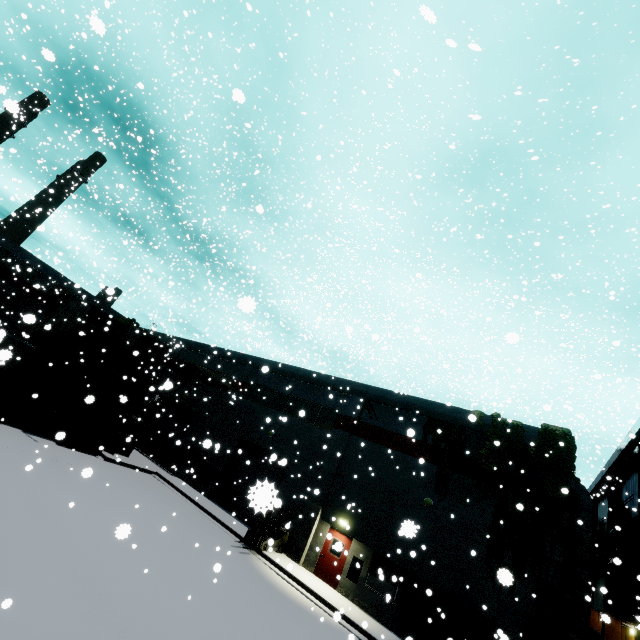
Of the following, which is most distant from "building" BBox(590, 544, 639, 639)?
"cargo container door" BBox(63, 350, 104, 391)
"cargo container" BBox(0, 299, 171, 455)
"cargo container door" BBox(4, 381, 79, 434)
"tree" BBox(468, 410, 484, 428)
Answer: "cargo container door" BBox(4, 381, 79, 434)

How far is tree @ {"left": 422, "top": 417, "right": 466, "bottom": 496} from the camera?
16.7 meters

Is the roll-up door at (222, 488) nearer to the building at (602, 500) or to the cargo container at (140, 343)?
the building at (602, 500)

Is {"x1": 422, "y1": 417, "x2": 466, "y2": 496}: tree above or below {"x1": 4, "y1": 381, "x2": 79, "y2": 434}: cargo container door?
above

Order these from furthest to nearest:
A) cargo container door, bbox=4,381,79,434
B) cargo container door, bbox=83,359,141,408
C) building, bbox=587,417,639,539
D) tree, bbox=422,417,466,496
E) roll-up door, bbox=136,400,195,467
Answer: roll-up door, bbox=136,400,195,467 < building, bbox=587,417,639,539 < cargo container door, bbox=83,359,141,408 < cargo container door, bbox=4,381,79,434 < tree, bbox=422,417,466,496

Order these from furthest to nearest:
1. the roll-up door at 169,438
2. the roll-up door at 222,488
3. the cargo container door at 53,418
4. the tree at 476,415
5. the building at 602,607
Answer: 1. the roll-up door at 169,438
2. the building at 602,607
3. the cargo container door at 53,418
4. the tree at 476,415
5. the roll-up door at 222,488

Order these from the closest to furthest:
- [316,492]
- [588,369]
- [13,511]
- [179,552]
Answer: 1. [13,511]
2. [316,492]
3. [179,552]
4. [588,369]

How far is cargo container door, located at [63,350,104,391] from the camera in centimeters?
1839cm
